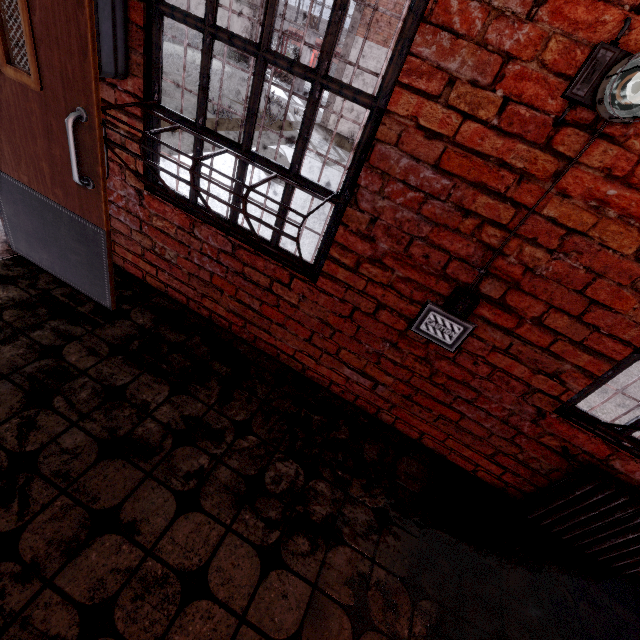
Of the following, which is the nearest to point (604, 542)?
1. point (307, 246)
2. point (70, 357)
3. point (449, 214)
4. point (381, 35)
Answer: point (449, 214)

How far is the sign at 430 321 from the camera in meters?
1.8

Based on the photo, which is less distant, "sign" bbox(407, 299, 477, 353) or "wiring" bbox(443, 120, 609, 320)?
"wiring" bbox(443, 120, 609, 320)

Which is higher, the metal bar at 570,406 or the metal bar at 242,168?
the metal bar at 242,168

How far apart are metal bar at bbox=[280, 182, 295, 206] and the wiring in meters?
0.7

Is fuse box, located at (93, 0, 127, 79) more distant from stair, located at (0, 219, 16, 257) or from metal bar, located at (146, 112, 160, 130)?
stair, located at (0, 219, 16, 257)

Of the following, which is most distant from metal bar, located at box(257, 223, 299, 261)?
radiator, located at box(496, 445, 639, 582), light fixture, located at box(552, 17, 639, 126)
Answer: radiator, located at box(496, 445, 639, 582)
